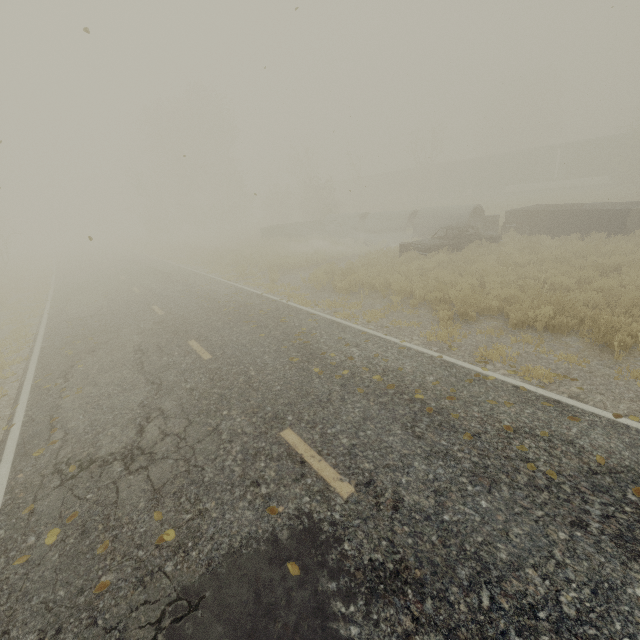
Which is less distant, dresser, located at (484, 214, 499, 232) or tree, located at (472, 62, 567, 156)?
dresser, located at (484, 214, 499, 232)

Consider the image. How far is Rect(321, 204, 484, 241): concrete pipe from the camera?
19.1m

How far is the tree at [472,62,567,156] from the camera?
51.1m

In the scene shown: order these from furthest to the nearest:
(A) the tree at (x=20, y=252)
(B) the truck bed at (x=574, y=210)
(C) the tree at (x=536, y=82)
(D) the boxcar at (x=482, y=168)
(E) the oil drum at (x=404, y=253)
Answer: (C) the tree at (x=536, y=82) → (D) the boxcar at (x=482, y=168) → (E) the oil drum at (x=404, y=253) → (B) the truck bed at (x=574, y=210) → (A) the tree at (x=20, y=252)

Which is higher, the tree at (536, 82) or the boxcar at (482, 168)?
the tree at (536, 82)

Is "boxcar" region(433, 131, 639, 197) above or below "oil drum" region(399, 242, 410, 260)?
above

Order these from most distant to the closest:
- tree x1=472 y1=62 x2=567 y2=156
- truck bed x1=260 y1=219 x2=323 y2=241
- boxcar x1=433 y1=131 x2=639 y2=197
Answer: tree x1=472 y1=62 x2=567 y2=156 < boxcar x1=433 y1=131 x2=639 y2=197 < truck bed x1=260 y1=219 x2=323 y2=241

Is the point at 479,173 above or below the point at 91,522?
above
